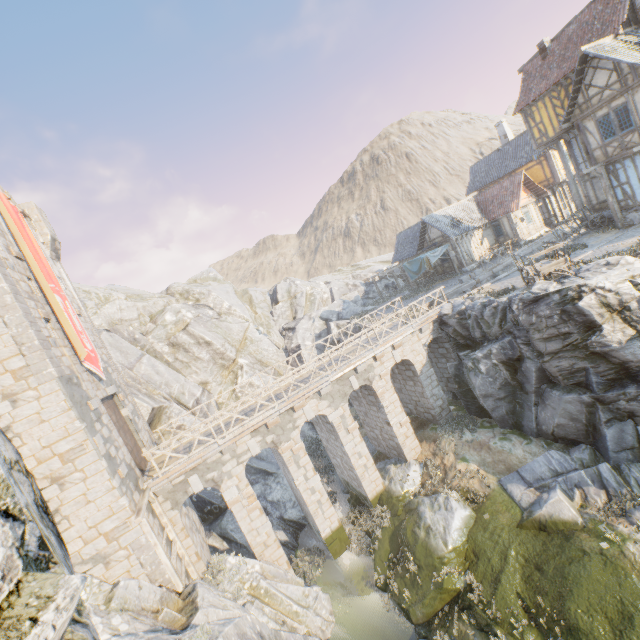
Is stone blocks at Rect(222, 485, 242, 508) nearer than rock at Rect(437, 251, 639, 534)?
No

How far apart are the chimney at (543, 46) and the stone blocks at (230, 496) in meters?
32.3

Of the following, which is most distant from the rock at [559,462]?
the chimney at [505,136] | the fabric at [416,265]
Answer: the chimney at [505,136]

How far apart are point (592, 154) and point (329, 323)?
22.55m

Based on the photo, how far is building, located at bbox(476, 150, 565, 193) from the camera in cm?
2997

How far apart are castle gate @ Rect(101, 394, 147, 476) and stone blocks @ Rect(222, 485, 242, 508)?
3.45m

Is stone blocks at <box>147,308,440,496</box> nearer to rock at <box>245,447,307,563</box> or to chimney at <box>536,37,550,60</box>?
rock at <box>245,447,307,563</box>

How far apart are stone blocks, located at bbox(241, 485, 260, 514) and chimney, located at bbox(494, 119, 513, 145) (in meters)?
40.23
